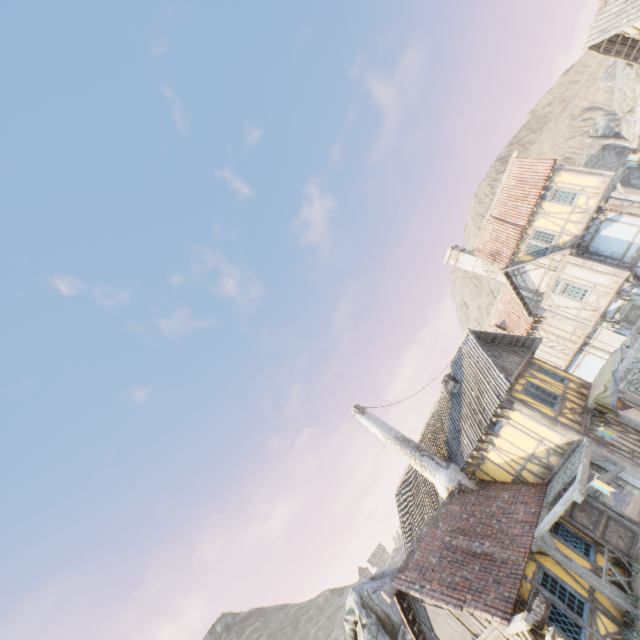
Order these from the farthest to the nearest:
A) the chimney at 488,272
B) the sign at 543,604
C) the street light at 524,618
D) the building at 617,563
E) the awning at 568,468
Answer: the chimney at 488,272 → the building at 617,563 → the awning at 568,468 → the sign at 543,604 → the street light at 524,618

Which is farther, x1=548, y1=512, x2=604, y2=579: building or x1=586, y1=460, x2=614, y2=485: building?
x1=586, y1=460, x2=614, y2=485: building

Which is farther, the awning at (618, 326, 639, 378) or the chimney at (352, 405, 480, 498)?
the chimney at (352, 405, 480, 498)

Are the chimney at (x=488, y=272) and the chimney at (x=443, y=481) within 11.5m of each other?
no

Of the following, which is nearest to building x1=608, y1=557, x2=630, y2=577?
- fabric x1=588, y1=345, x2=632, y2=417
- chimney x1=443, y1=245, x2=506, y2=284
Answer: fabric x1=588, y1=345, x2=632, y2=417

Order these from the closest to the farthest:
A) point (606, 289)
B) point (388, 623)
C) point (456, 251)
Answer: point (388, 623) → point (606, 289) → point (456, 251)

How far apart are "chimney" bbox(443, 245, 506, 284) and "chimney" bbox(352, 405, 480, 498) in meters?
14.4 m

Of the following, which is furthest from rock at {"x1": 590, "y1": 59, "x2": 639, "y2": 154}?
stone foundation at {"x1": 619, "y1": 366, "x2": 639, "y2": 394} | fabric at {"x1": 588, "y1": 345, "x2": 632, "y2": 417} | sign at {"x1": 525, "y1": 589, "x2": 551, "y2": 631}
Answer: sign at {"x1": 525, "y1": 589, "x2": 551, "y2": 631}
